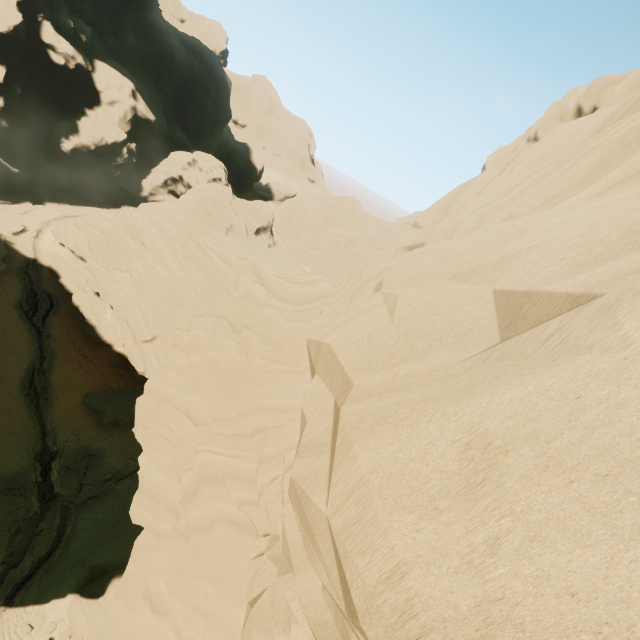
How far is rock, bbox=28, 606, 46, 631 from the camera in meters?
19.1

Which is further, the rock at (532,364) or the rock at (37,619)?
the rock at (37,619)

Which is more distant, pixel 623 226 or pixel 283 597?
pixel 283 597

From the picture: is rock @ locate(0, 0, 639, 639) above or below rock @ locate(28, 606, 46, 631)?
above

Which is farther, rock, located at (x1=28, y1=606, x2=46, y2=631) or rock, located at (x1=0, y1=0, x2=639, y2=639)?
rock, located at (x1=28, y1=606, x2=46, y2=631)

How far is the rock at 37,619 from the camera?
19.09m
